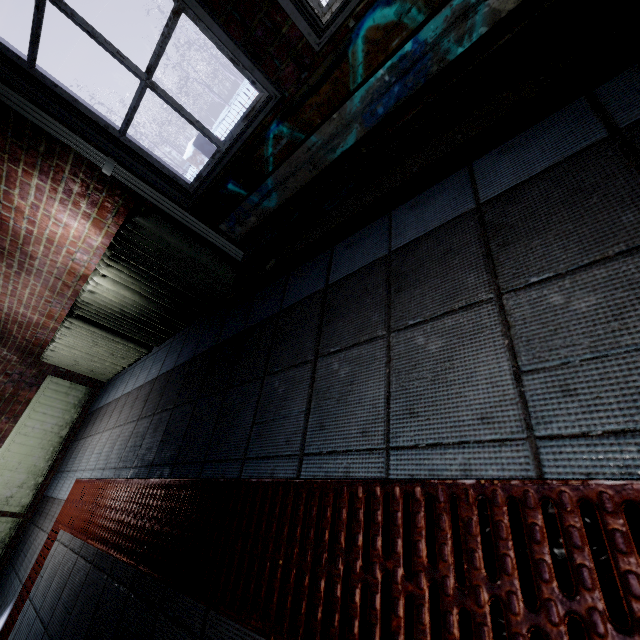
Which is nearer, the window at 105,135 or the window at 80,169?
the window at 105,135

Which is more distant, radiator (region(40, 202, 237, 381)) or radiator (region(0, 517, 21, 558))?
radiator (region(0, 517, 21, 558))

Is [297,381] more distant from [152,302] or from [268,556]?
[152,302]

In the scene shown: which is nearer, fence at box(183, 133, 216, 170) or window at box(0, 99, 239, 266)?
window at box(0, 99, 239, 266)

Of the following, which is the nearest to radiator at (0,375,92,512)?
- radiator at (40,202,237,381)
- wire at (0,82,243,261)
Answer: radiator at (40,202,237,381)

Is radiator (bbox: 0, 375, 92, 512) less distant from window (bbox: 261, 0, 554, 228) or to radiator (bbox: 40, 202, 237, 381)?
radiator (bbox: 40, 202, 237, 381)

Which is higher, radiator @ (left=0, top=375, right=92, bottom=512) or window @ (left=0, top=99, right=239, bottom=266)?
window @ (left=0, top=99, right=239, bottom=266)

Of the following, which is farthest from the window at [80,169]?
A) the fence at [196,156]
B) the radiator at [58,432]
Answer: the fence at [196,156]
